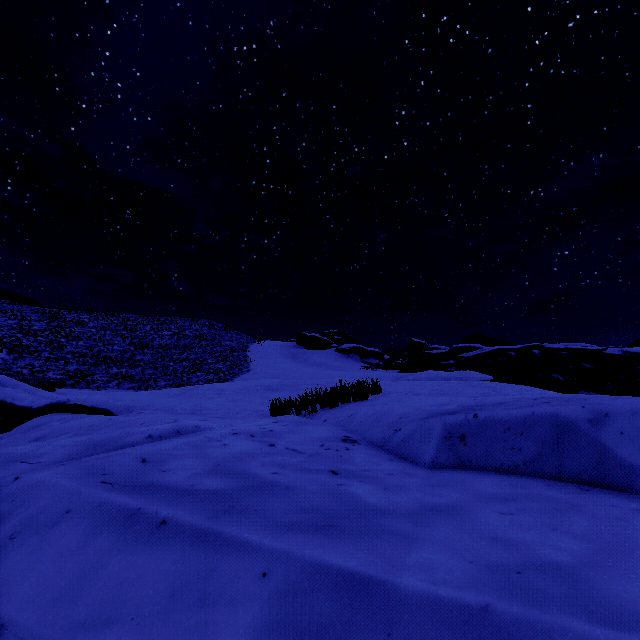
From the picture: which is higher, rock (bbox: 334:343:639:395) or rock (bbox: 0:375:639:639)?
rock (bbox: 334:343:639:395)

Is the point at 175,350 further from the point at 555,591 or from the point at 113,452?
the point at 555,591

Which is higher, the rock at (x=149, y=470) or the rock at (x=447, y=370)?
the rock at (x=447, y=370)

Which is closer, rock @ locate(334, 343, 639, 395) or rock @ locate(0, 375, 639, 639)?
rock @ locate(0, 375, 639, 639)

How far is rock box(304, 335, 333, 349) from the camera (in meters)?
58.25

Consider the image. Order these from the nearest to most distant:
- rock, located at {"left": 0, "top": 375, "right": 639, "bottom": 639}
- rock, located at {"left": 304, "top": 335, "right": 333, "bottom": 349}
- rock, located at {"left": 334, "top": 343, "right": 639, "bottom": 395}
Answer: rock, located at {"left": 0, "top": 375, "right": 639, "bottom": 639} < rock, located at {"left": 334, "top": 343, "right": 639, "bottom": 395} < rock, located at {"left": 304, "top": 335, "right": 333, "bottom": 349}

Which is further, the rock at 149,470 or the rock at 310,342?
the rock at 310,342
